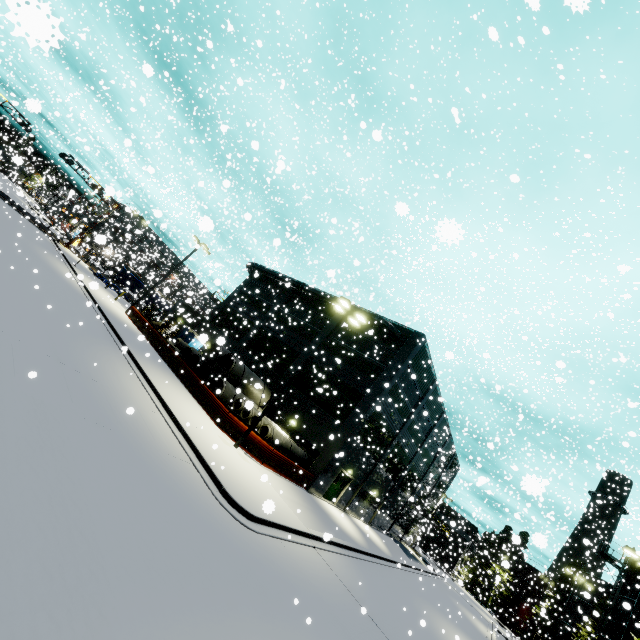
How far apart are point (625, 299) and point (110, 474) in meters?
21.5

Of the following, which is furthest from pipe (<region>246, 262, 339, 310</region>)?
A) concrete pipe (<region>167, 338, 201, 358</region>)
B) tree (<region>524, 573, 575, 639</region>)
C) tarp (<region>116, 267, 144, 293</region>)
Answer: tree (<region>524, 573, 575, 639</region>)

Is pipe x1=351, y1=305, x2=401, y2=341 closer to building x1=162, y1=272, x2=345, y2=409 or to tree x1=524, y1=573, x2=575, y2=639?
building x1=162, y1=272, x2=345, y2=409

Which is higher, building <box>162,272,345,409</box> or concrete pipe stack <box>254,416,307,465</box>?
building <box>162,272,345,409</box>

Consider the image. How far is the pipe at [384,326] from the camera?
27.1m

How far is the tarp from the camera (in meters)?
46.41

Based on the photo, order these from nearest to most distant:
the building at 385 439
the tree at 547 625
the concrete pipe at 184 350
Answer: the building at 385 439, the concrete pipe at 184 350, the tree at 547 625

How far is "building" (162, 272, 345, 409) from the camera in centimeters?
2991cm
